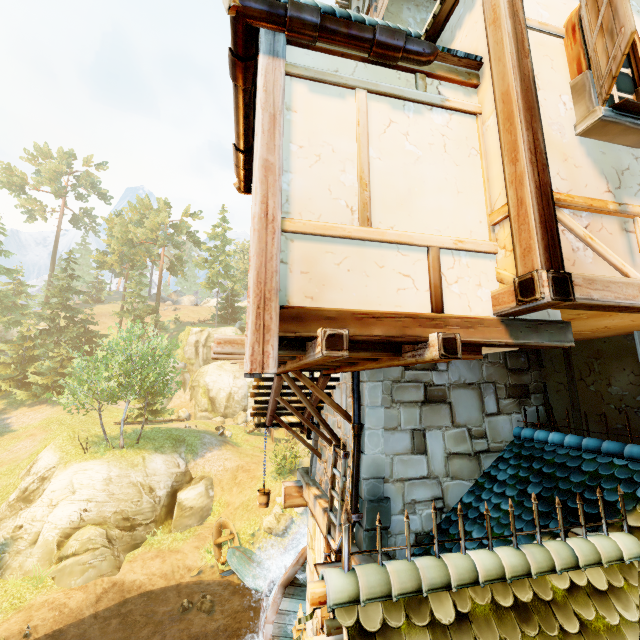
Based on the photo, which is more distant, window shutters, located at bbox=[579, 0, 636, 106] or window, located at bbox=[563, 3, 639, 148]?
window, located at bbox=[563, 3, 639, 148]

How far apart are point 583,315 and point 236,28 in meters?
4.4

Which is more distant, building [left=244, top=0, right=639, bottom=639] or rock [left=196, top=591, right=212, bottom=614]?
rock [left=196, top=591, right=212, bottom=614]

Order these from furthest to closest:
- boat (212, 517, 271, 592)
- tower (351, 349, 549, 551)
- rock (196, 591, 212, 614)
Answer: boat (212, 517, 271, 592)
rock (196, 591, 212, 614)
tower (351, 349, 549, 551)

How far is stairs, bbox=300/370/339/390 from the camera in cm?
635

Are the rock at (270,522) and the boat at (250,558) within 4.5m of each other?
yes

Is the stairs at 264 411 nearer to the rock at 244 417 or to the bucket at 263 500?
the bucket at 263 500

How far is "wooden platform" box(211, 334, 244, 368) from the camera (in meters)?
2.76
